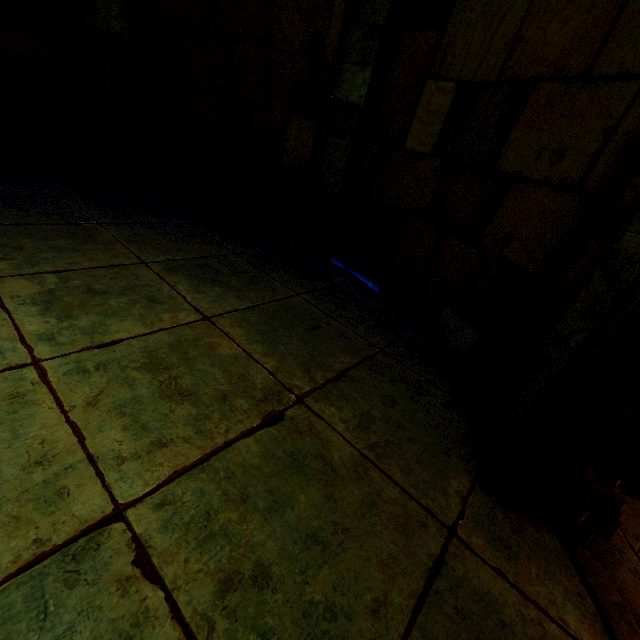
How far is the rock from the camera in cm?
466

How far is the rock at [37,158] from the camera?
4.66m

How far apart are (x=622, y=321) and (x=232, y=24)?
5.4 meters
